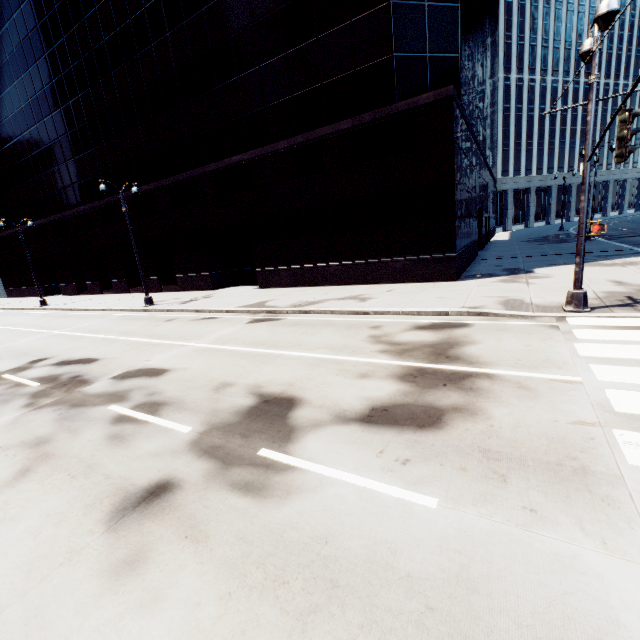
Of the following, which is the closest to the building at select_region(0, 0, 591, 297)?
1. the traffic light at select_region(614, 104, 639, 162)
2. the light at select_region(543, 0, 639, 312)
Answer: the light at select_region(543, 0, 639, 312)

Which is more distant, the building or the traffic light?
the building

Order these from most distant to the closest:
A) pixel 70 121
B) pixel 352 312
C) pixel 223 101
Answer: pixel 70 121 < pixel 223 101 < pixel 352 312

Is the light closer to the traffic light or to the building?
the traffic light

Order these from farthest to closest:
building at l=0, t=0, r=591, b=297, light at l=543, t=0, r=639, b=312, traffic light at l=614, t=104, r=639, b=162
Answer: building at l=0, t=0, r=591, b=297, light at l=543, t=0, r=639, b=312, traffic light at l=614, t=104, r=639, b=162

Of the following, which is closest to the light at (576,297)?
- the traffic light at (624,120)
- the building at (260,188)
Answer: the traffic light at (624,120)
